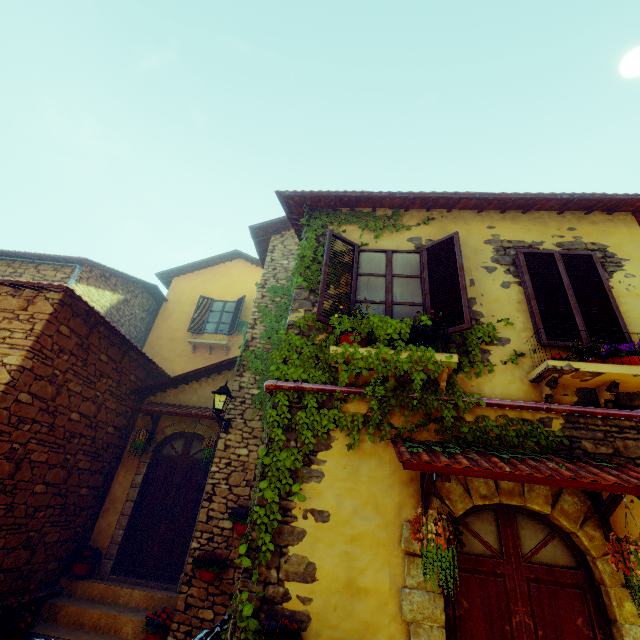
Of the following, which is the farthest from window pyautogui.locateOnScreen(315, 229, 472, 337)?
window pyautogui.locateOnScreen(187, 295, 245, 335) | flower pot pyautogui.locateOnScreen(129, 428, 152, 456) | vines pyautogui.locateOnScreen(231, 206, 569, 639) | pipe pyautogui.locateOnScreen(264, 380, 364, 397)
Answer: window pyautogui.locateOnScreen(187, 295, 245, 335)

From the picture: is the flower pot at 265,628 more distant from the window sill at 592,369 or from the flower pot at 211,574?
the window sill at 592,369

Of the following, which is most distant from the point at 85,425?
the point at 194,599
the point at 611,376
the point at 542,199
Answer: the point at 542,199

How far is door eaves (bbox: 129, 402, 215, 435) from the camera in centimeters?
732cm

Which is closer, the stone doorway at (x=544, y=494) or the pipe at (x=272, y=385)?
the stone doorway at (x=544, y=494)

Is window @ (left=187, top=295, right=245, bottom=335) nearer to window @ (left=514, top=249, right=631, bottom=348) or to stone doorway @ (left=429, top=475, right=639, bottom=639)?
window @ (left=514, top=249, right=631, bottom=348)

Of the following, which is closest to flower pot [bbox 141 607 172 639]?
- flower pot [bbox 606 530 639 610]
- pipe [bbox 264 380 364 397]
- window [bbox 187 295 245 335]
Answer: pipe [bbox 264 380 364 397]

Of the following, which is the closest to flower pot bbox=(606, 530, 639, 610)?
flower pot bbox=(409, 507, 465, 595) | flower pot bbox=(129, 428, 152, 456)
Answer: flower pot bbox=(409, 507, 465, 595)
